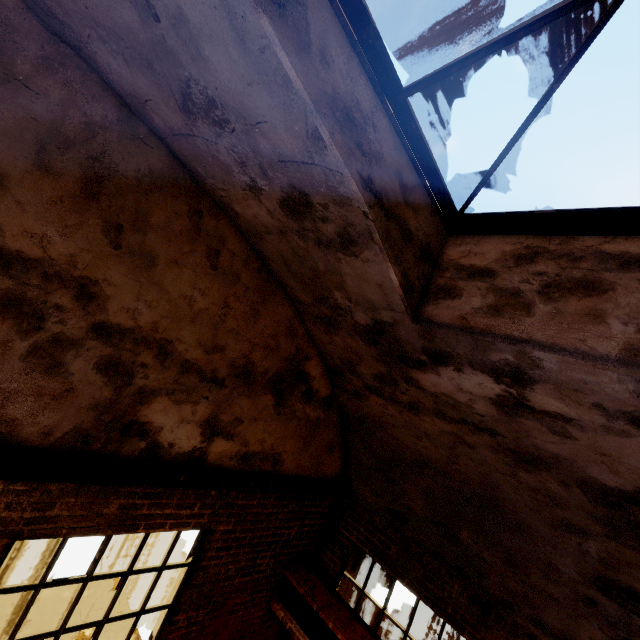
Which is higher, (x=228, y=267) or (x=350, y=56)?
(x=350, y=56)

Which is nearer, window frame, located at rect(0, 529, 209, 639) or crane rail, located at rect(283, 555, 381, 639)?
window frame, located at rect(0, 529, 209, 639)

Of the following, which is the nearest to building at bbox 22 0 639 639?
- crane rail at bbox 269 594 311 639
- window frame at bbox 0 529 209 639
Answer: crane rail at bbox 269 594 311 639

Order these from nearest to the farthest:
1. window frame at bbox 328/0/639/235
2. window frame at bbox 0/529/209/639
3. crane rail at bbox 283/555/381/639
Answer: window frame at bbox 328/0/639/235 → window frame at bbox 0/529/209/639 → crane rail at bbox 283/555/381/639

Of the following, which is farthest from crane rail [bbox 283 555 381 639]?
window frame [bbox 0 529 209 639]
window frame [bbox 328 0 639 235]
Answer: window frame [bbox 328 0 639 235]

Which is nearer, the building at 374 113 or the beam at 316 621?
the building at 374 113

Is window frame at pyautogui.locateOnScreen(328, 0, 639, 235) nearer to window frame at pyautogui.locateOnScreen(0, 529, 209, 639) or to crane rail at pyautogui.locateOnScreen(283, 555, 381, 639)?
window frame at pyautogui.locateOnScreen(0, 529, 209, 639)

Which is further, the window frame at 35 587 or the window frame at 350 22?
the window frame at 35 587
